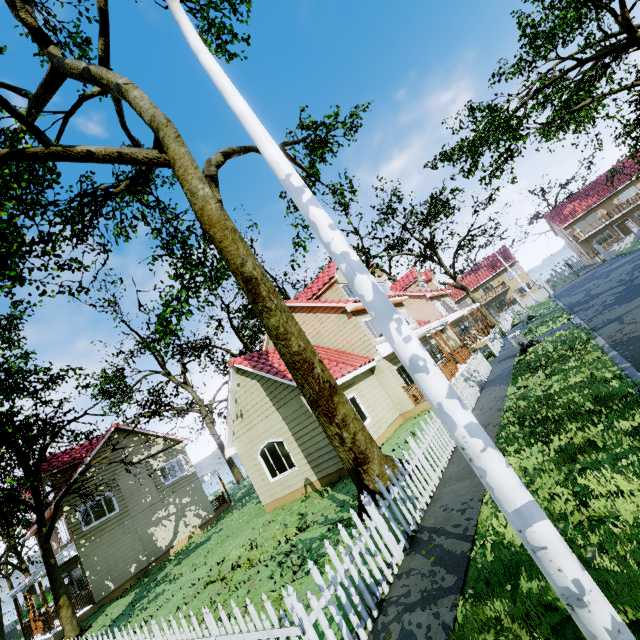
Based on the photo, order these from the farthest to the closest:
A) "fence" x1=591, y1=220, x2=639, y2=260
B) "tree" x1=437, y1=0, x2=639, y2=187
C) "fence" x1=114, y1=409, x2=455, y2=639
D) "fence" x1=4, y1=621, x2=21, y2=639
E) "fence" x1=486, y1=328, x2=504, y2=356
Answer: "fence" x1=591, y1=220, x2=639, y2=260
"fence" x1=4, y1=621, x2=21, y2=639
"fence" x1=486, y1=328, x2=504, y2=356
"tree" x1=437, y1=0, x2=639, y2=187
"fence" x1=114, y1=409, x2=455, y2=639

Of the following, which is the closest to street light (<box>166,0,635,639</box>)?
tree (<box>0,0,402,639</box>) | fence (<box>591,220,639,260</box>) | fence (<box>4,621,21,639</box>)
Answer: fence (<box>591,220,639,260</box>)

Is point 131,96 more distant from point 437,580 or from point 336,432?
point 437,580

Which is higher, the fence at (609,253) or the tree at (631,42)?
the tree at (631,42)

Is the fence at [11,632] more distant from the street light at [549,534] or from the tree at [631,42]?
the street light at [549,534]

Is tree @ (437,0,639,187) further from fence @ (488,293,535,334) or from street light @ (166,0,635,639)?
street light @ (166,0,635,639)

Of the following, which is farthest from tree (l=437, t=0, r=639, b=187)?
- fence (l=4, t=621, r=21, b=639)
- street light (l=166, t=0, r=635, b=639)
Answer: street light (l=166, t=0, r=635, b=639)
